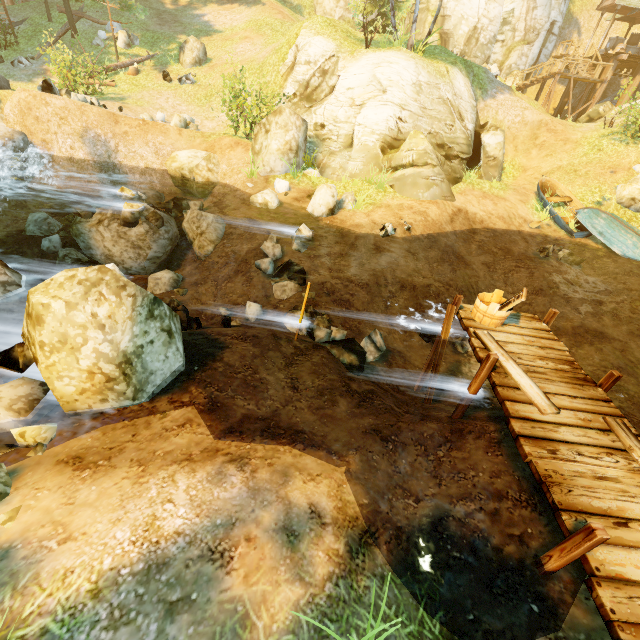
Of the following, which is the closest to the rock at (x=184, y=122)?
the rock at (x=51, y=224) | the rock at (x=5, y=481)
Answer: the rock at (x=51, y=224)

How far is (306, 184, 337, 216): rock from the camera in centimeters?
1158cm

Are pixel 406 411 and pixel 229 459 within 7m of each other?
yes

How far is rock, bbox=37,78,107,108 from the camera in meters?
13.3 m

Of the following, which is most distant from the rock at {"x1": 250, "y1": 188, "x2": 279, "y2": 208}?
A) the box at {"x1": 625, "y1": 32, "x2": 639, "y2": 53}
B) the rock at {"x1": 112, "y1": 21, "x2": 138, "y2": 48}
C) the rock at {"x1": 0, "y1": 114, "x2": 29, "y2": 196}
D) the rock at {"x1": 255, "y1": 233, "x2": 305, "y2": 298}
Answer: the box at {"x1": 625, "y1": 32, "x2": 639, "y2": 53}

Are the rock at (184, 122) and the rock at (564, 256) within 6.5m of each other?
no

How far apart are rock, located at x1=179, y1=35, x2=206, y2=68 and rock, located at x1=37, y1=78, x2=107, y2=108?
8.8 meters

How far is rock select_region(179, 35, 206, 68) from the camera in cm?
2052
